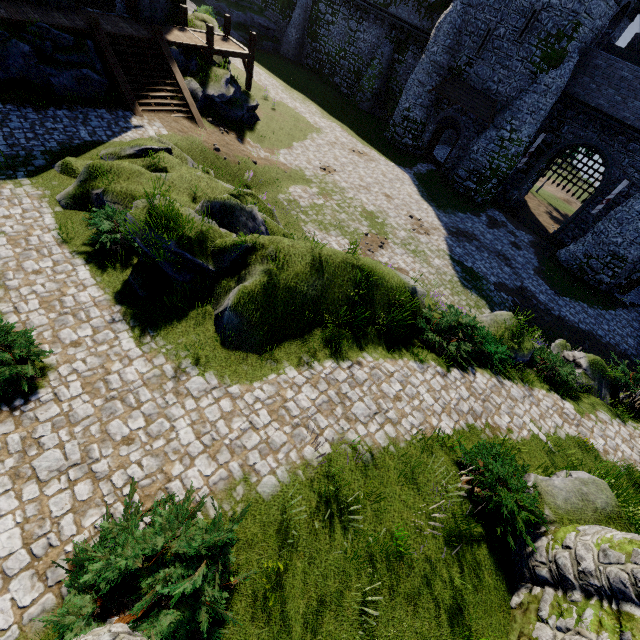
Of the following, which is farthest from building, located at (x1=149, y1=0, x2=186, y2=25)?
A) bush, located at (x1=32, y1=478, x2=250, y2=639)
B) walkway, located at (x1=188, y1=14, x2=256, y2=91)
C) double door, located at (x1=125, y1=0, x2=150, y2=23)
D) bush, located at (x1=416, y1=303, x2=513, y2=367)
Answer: bush, located at (x1=32, y1=478, x2=250, y2=639)

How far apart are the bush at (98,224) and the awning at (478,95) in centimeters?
2607cm

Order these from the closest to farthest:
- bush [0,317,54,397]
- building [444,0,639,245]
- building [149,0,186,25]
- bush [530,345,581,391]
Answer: bush [0,317,54,397]
bush [530,345,581,391]
building [149,0,186,25]
building [444,0,639,245]

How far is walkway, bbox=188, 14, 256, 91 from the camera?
19.06m

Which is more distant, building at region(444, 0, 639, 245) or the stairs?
building at region(444, 0, 639, 245)

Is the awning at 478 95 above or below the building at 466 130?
above

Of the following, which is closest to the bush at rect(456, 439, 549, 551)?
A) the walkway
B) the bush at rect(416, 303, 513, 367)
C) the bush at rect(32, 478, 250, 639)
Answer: the bush at rect(416, 303, 513, 367)

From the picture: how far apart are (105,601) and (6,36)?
20.6 meters
